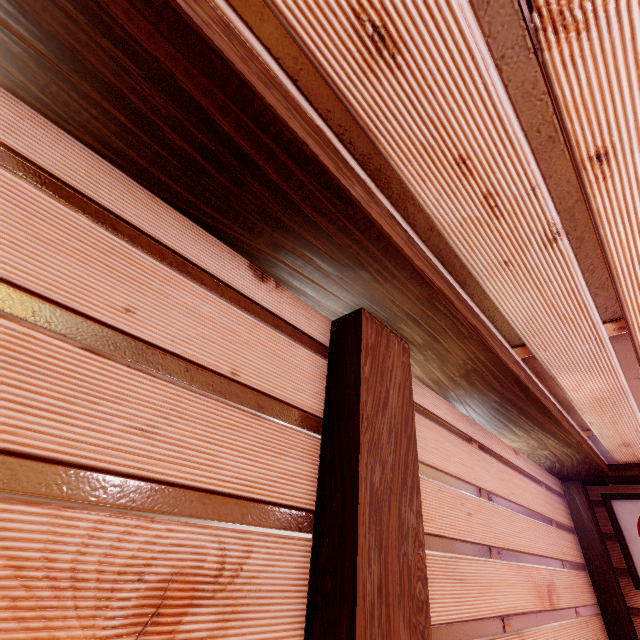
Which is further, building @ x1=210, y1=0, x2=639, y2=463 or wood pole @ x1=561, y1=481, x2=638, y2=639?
wood pole @ x1=561, y1=481, x2=638, y2=639

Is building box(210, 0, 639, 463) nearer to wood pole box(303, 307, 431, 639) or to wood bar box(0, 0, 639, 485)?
wood bar box(0, 0, 639, 485)

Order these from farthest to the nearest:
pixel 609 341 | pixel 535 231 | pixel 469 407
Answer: pixel 469 407
pixel 609 341
pixel 535 231

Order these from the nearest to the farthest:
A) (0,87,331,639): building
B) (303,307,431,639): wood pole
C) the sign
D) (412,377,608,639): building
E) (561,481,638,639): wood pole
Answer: (0,87,331,639): building, (303,307,431,639): wood pole, (412,377,608,639): building, (561,481,638,639): wood pole, the sign

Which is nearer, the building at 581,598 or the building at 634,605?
the building at 581,598

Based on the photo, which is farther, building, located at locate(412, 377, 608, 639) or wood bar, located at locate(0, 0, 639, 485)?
building, located at locate(412, 377, 608, 639)

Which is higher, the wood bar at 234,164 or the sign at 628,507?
the wood bar at 234,164

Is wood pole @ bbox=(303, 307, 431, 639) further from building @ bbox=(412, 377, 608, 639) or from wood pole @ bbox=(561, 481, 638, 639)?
wood pole @ bbox=(561, 481, 638, 639)
